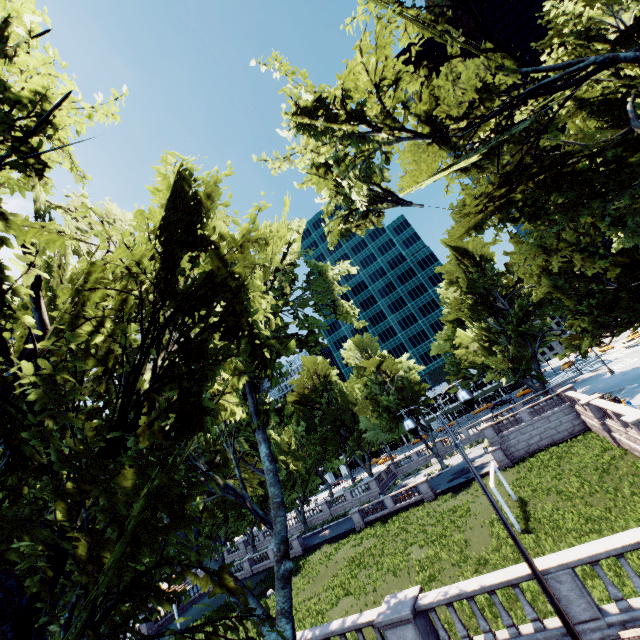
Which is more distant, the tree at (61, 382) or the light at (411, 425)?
the light at (411, 425)

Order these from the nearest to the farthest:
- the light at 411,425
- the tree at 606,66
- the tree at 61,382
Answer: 1. the tree at 61,382
2. the light at 411,425
3. the tree at 606,66

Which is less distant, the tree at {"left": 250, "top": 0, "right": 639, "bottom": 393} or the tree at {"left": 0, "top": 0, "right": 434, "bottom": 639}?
the tree at {"left": 0, "top": 0, "right": 434, "bottom": 639}

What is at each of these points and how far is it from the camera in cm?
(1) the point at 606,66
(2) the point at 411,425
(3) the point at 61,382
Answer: (1) tree, 1139
(2) light, 976
(3) tree, 809

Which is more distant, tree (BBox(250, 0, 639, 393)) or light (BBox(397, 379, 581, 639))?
tree (BBox(250, 0, 639, 393))

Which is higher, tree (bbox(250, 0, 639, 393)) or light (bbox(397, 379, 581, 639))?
tree (bbox(250, 0, 639, 393))

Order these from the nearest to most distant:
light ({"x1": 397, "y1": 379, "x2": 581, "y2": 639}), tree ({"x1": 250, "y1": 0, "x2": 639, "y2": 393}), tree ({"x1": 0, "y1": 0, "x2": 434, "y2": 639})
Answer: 1. tree ({"x1": 0, "y1": 0, "x2": 434, "y2": 639})
2. light ({"x1": 397, "y1": 379, "x2": 581, "y2": 639})
3. tree ({"x1": 250, "y1": 0, "x2": 639, "y2": 393})
